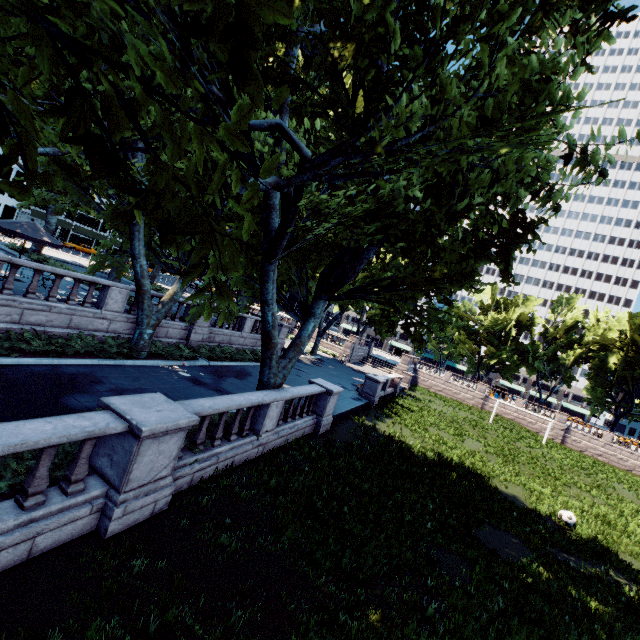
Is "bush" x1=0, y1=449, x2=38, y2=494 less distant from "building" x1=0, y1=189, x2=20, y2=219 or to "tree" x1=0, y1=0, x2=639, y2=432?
"tree" x1=0, y1=0, x2=639, y2=432

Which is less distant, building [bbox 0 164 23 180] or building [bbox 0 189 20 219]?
building [bbox 0 164 23 180]

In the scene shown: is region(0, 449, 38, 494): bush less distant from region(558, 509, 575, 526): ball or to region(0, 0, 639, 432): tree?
region(0, 0, 639, 432): tree

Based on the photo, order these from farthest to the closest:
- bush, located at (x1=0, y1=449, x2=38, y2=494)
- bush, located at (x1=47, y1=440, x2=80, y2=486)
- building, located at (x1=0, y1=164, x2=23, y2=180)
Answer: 1. building, located at (x1=0, y1=164, x2=23, y2=180)
2. bush, located at (x1=47, y1=440, x2=80, y2=486)
3. bush, located at (x1=0, y1=449, x2=38, y2=494)

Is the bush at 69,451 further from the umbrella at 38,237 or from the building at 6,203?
the building at 6,203

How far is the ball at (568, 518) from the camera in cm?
1477

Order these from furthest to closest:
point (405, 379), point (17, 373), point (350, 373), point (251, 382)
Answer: point (405, 379) < point (350, 373) < point (251, 382) < point (17, 373)

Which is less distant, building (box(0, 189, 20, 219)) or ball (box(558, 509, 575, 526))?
ball (box(558, 509, 575, 526))
